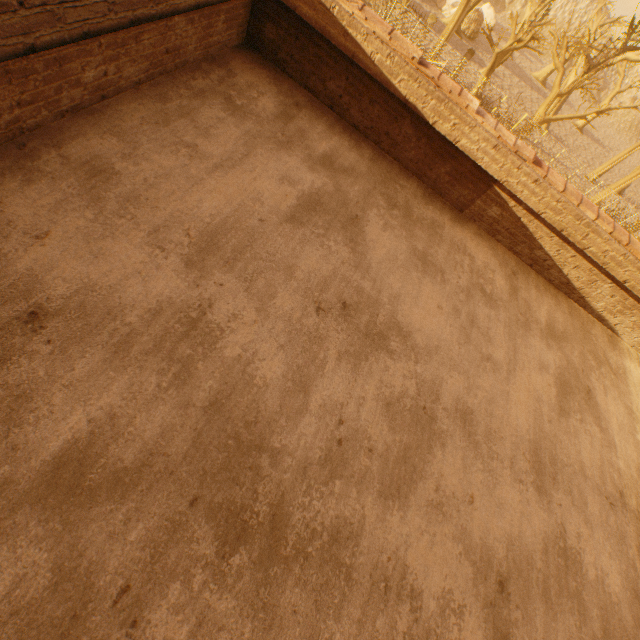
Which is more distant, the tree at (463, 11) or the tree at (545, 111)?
the tree at (463, 11)

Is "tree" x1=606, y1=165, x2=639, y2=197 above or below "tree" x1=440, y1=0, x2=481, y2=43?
below

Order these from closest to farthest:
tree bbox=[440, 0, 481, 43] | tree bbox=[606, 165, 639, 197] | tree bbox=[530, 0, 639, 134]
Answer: tree bbox=[530, 0, 639, 134]
tree bbox=[440, 0, 481, 43]
tree bbox=[606, 165, 639, 197]

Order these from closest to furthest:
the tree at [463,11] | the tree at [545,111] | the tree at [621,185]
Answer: the tree at [545,111], the tree at [463,11], the tree at [621,185]

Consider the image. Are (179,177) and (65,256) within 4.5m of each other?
yes

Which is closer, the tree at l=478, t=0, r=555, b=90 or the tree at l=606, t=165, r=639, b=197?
the tree at l=478, t=0, r=555, b=90
